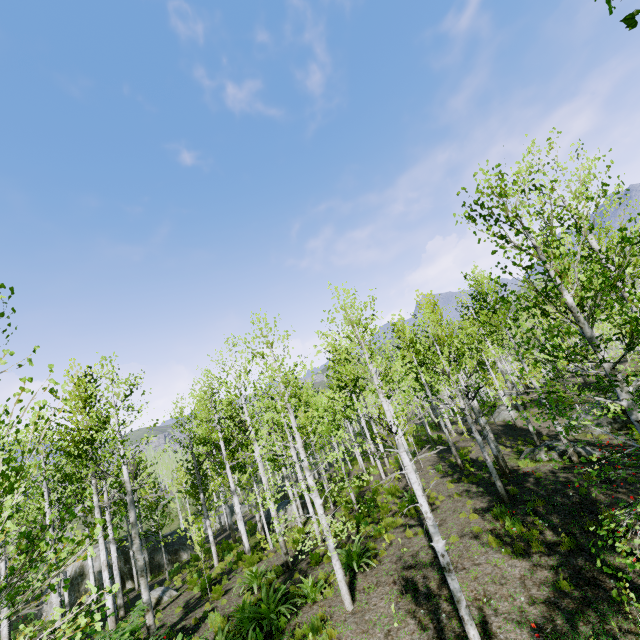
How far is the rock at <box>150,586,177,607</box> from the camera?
15.00m

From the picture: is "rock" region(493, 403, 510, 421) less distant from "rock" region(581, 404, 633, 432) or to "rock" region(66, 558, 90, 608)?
"rock" region(581, 404, 633, 432)

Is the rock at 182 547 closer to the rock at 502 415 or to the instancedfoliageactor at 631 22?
the rock at 502 415

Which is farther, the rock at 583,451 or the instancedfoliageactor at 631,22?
the rock at 583,451

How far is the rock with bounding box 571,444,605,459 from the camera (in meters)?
13.63

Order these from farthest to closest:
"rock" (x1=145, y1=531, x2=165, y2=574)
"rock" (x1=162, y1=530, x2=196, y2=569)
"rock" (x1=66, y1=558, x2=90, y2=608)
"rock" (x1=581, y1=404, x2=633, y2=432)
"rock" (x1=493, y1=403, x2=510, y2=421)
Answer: "rock" (x1=493, y1=403, x2=510, y2=421)
"rock" (x1=162, y1=530, x2=196, y2=569)
"rock" (x1=145, y1=531, x2=165, y2=574)
"rock" (x1=66, y1=558, x2=90, y2=608)
"rock" (x1=581, y1=404, x2=633, y2=432)

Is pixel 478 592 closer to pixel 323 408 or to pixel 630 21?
pixel 630 21

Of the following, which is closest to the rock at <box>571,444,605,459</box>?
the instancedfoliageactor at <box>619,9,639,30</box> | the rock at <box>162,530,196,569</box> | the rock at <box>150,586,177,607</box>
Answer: the instancedfoliageactor at <box>619,9,639,30</box>
